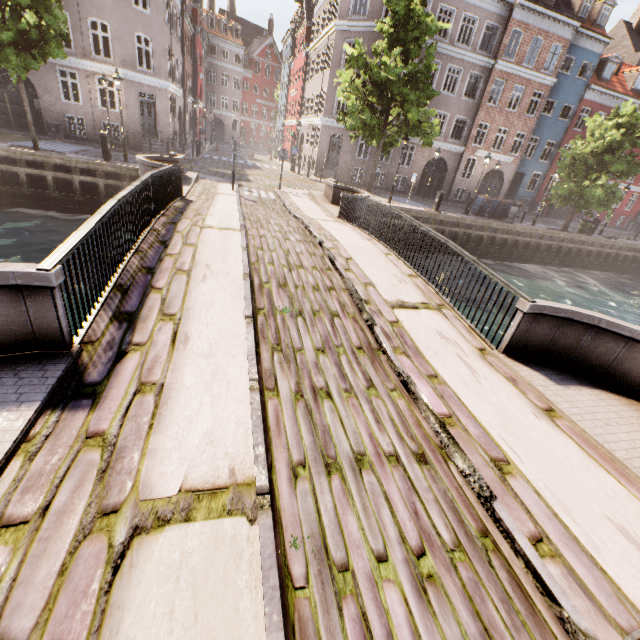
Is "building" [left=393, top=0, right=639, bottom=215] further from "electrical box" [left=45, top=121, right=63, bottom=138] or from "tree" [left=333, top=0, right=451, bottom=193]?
"tree" [left=333, top=0, right=451, bottom=193]

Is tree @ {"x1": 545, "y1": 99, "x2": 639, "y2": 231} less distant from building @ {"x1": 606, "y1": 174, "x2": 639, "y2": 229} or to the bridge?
the bridge

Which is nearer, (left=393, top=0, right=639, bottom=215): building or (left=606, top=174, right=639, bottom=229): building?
(left=393, top=0, right=639, bottom=215): building

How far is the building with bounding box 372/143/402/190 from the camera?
26.8 meters

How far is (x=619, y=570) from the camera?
2.5 meters

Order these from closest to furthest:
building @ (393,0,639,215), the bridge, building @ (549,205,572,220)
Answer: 1. the bridge
2. building @ (393,0,639,215)
3. building @ (549,205,572,220)

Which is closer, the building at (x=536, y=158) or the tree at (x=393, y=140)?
the tree at (x=393, y=140)

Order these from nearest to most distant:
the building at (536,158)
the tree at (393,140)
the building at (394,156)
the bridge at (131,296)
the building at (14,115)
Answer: the bridge at (131,296)
the tree at (393,140)
the building at (14,115)
the building at (536,158)
the building at (394,156)
